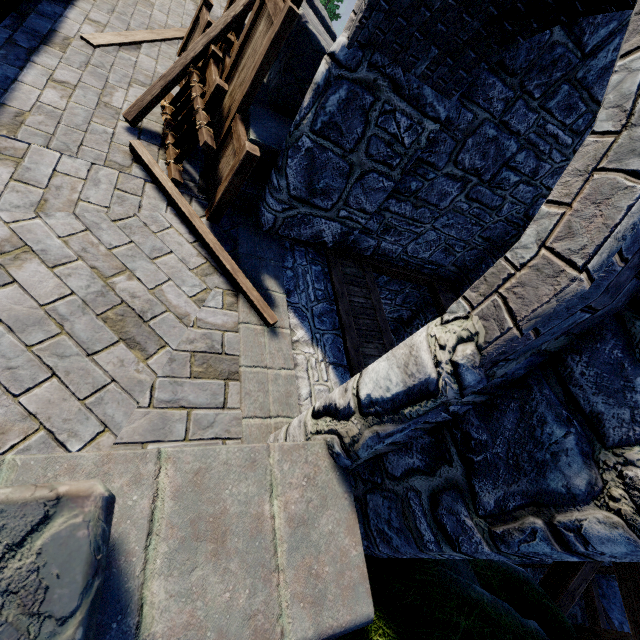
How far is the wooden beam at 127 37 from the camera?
4.99m

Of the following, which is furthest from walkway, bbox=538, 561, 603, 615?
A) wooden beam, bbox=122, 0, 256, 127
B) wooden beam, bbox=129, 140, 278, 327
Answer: wooden beam, bbox=122, 0, 256, 127

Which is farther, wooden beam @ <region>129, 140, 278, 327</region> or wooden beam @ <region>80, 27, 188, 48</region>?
wooden beam @ <region>80, 27, 188, 48</region>

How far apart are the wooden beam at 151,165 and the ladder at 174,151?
0.1m

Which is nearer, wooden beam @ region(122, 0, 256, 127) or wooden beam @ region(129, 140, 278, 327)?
wooden beam @ region(129, 140, 278, 327)

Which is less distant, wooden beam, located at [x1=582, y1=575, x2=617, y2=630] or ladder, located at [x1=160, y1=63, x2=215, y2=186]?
ladder, located at [x1=160, y1=63, x2=215, y2=186]

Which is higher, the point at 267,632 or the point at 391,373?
the point at 391,373

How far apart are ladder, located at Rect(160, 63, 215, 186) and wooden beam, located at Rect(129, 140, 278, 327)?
0.1 meters
